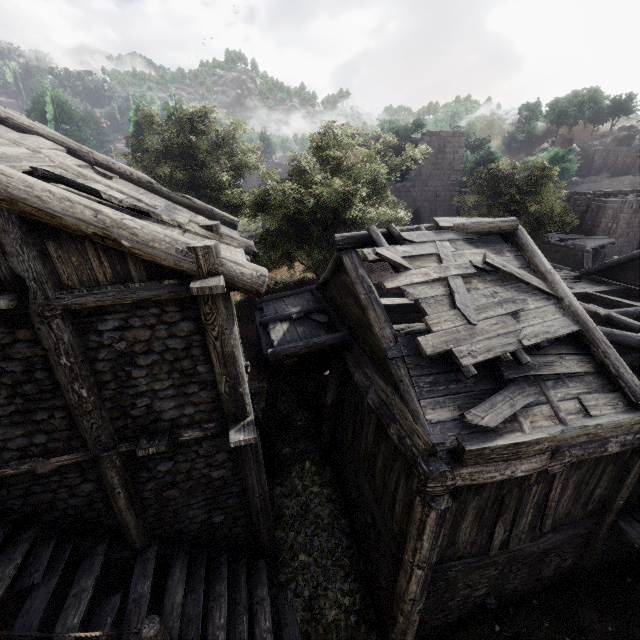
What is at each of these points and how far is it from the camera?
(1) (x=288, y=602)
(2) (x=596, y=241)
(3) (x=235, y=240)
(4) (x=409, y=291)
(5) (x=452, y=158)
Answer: (1) building, 7.73m
(2) wooden plank rubble, 24.55m
(3) building, 7.59m
(4) wooden plank rubble, 6.60m
(5) building, 27.00m

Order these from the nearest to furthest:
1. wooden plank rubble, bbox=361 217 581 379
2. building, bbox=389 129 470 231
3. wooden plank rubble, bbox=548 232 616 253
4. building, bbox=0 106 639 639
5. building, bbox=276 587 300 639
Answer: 1. building, bbox=0 106 639 639
2. wooden plank rubble, bbox=361 217 581 379
3. building, bbox=276 587 300 639
4. wooden plank rubble, bbox=548 232 616 253
5. building, bbox=389 129 470 231

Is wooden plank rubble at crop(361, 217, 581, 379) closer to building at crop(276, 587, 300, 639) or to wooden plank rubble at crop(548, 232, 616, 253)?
building at crop(276, 587, 300, 639)

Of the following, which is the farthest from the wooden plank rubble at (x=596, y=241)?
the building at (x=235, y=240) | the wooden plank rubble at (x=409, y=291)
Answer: the wooden plank rubble at (x=409, y=291)

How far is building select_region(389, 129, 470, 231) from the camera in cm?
2602

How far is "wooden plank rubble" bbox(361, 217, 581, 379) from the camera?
6.20m

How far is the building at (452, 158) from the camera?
26.0 meters

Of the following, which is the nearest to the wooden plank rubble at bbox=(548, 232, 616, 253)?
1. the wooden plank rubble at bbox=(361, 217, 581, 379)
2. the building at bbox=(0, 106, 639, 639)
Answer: the building at bbox=(0, 106, 639, 639)
